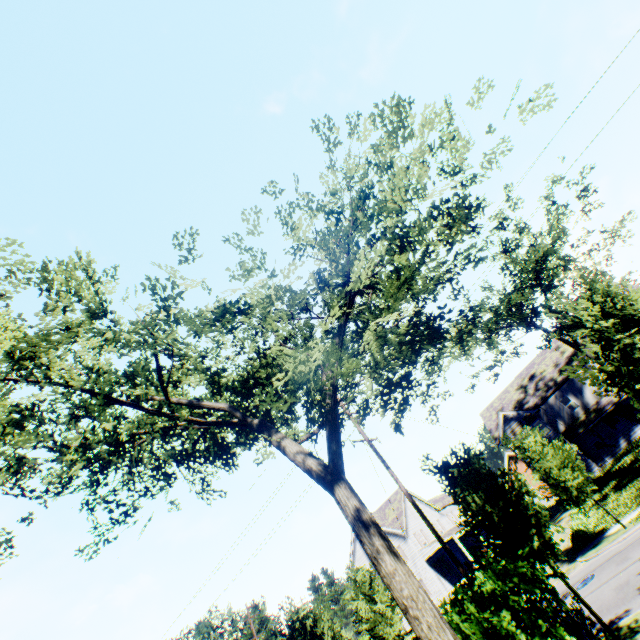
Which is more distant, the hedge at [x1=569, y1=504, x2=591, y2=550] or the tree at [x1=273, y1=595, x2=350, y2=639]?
the hedge at [x1=569, y1=504, x2=591, y2=550]

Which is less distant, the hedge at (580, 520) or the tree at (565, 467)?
the tree at (565, 467)

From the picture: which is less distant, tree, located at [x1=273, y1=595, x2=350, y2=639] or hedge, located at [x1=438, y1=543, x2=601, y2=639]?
hedge, located at [x1=438, y1=543, x2=601, y2=639]

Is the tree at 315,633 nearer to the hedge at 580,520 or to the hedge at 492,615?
the hedge at 492,615

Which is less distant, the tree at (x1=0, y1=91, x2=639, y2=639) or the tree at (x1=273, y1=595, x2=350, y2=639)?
the tree at (x1=0, y1=91, x2=639, y2=639)

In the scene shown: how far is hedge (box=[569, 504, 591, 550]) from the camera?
19.2 meters

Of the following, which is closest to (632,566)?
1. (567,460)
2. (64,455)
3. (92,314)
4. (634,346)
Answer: (567,460)
